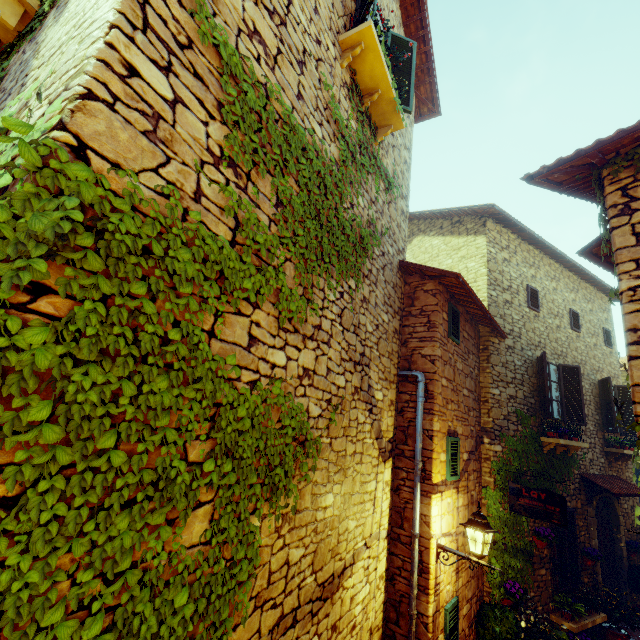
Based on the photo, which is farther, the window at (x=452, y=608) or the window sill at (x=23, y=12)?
the window at (x=452, y=608)

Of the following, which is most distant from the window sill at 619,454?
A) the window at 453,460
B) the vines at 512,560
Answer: the window at 453,460

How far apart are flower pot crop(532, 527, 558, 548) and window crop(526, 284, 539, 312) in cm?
540

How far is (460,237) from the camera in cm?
935

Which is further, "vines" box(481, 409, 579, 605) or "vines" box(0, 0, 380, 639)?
"vines" box(481, 409, 579, 605)

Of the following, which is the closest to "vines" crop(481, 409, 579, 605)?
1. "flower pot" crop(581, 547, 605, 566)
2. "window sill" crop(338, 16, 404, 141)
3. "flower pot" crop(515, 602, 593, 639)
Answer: "flower pot" crop(515, 602, 593, 639)

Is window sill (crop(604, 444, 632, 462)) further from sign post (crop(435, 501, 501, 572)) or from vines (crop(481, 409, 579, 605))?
sign post (crop(435, 501, 501, 572))

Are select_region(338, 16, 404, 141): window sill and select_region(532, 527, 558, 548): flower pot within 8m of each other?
no
